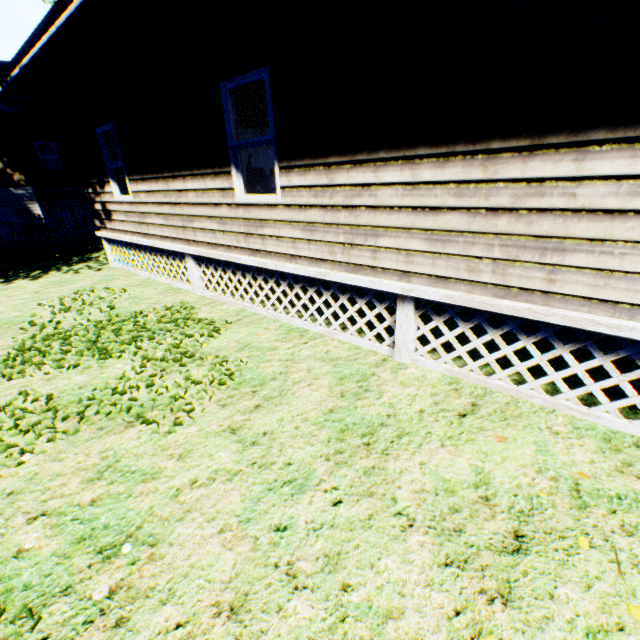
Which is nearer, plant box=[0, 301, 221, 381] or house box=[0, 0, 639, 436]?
house box=[0, 0, 639, 436]

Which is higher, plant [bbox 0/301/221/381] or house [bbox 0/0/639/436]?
house [bbox 0/0/639/436]

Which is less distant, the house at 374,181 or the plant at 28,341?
the house at 374,181

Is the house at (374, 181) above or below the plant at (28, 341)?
above

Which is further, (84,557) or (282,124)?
(282,124)
